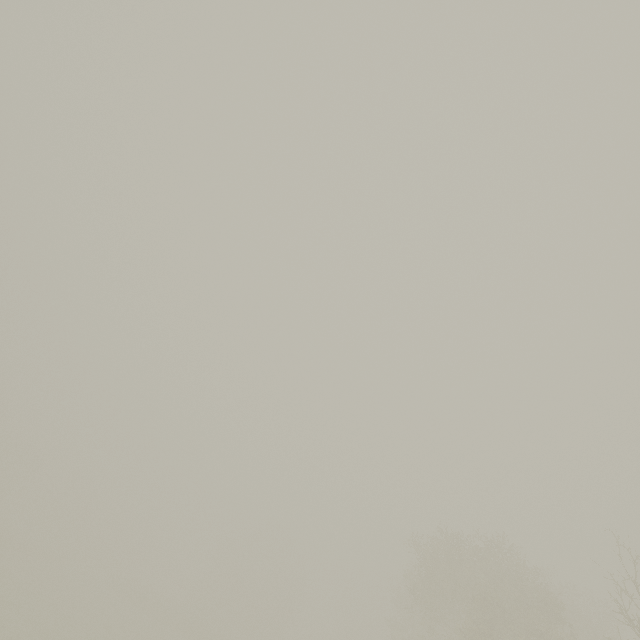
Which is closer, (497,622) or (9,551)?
(497,622)
